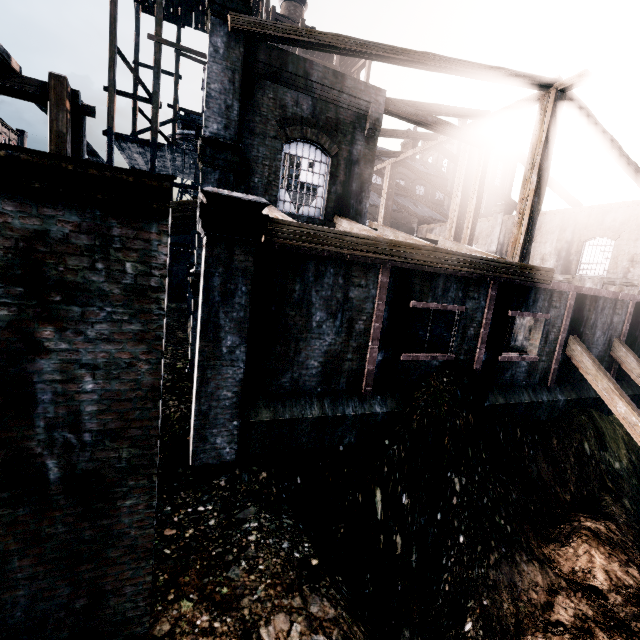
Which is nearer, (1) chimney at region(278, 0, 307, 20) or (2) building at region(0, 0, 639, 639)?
(2) building at region(0, 0, 639, 639)

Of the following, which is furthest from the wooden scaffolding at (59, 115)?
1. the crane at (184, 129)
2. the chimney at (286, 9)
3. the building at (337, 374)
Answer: the chimney at (286, 9)

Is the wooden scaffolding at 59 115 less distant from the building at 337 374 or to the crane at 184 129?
the building at 337 374

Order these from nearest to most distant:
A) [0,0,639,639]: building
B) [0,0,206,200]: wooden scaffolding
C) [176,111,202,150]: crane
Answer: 1. [0,0,639,639]: building
2. [0,0,206,200]: wooden scaffolding
3. [176,111,202,150]: crane

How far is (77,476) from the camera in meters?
3.9

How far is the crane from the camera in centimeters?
3247cm

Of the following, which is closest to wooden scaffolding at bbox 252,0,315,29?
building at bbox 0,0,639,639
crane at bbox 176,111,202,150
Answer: building at bbox 0,0,639,639

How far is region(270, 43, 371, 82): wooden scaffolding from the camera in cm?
2511
